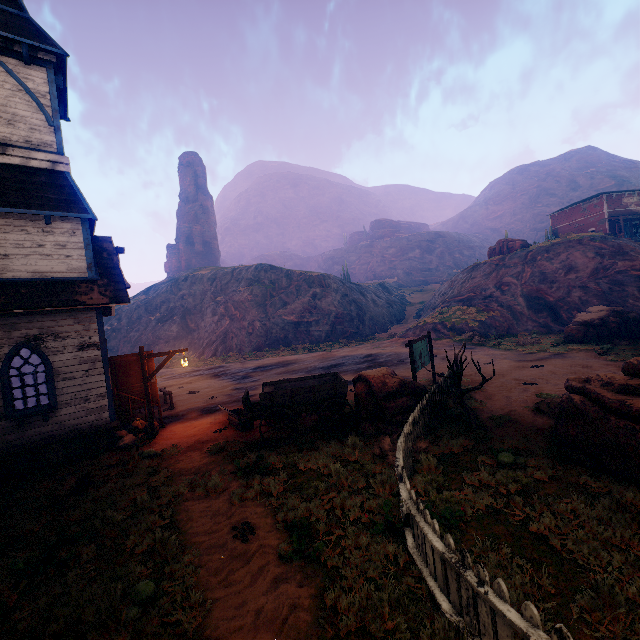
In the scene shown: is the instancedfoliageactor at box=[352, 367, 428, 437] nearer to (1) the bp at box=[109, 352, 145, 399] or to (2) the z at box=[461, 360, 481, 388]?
(2) the z at box=[461, 360, 481, 388]

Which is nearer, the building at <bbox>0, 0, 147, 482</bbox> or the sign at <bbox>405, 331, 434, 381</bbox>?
the building at <bbox>0, 0, 147, 482</bbox>

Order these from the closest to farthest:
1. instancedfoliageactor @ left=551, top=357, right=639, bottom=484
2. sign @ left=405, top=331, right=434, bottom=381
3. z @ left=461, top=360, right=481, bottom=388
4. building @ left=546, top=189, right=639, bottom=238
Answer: instancedfoliageactor @ left=551, top=357, right=639, bottom=484, sign @ left=405, top=331, right=434, bottom=381, z @ left=461, top=360, right=481, bottom=388, building @ left=546, top=189, right=639, bottom=238

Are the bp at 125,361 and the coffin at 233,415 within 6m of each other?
yes

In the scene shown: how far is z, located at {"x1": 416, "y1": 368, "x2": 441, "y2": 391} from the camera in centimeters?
1410cm

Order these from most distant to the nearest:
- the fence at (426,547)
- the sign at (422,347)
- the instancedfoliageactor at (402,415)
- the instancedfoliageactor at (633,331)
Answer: the instancedfoliageactor at (633,331), the sign at (422,347), the instancedfoliageactor at (402,415), the fence at (426,547)

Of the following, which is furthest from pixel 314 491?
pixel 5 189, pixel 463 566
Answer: pixel 5 189

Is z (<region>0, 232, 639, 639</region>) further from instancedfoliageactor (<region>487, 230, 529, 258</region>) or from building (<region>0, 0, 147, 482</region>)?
instancedfoliageactor (<region>487, 230, 529, 258</region>)
